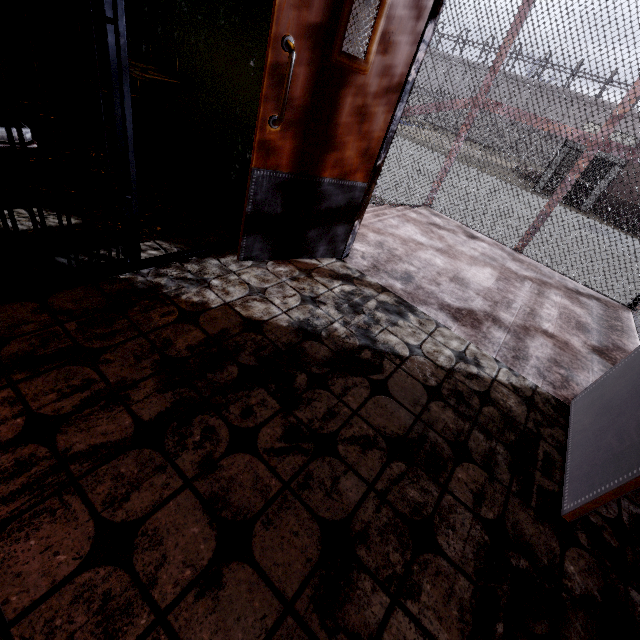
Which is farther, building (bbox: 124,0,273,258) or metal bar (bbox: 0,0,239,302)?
building (bbox: 124,0,273,258)

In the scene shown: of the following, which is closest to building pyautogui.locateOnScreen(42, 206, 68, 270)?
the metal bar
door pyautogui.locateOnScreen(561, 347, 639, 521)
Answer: the metal bar

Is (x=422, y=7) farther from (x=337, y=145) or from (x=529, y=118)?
(x=529, y=118)

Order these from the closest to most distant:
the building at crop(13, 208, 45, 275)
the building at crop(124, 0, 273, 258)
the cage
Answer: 1. the building at crop(13, 208, 45, 275)
2. the building at crop(124, 0, 273, 258)
3. the cage

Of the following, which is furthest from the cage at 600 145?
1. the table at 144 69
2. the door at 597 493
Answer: the table at 144 69

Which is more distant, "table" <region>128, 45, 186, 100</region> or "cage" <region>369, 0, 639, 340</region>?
"cage" <region>369, 0, 639, 340</region>

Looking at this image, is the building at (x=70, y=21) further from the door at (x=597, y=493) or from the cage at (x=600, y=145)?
the door at (x=597, y=493)

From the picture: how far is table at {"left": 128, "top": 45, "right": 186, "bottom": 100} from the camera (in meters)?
2.58
